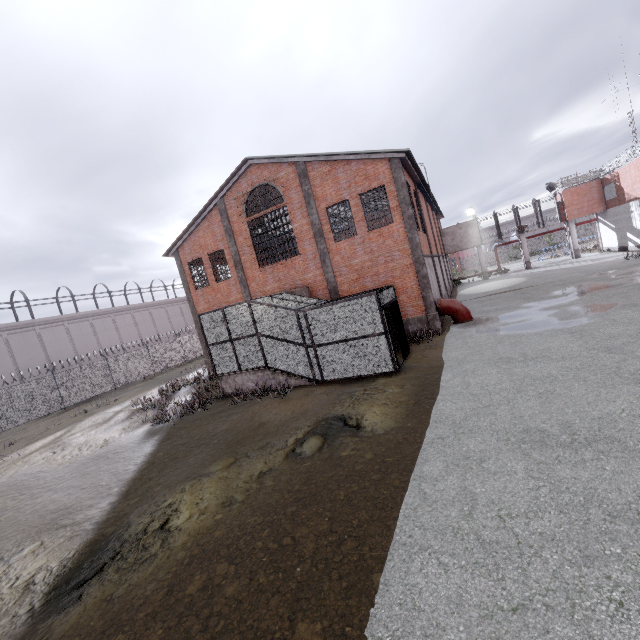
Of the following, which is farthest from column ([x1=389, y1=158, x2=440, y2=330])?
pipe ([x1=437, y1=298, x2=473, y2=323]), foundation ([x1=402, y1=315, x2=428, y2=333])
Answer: pipe ([x1=437, y1=298, x2=473, y2=323])

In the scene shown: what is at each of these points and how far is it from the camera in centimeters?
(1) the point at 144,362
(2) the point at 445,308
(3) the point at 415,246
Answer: (1) fence, 3081cm
(2) pipe, 1730cm
(3) column, 1622cm

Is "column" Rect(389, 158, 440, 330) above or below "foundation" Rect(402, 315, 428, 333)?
above

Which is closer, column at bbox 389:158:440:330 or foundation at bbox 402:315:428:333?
column at bbox 389:158:440:330

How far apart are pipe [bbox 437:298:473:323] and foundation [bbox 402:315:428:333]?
1.1m

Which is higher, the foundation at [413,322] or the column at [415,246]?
the column at [415,246]

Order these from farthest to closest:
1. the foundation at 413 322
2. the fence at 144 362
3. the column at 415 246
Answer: the fence at 144 362 < the foundation at 413 322 < the column at 415 246

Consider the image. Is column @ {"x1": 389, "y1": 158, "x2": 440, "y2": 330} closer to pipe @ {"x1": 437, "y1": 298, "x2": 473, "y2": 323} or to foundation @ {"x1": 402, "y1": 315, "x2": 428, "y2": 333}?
foundation @ {"x1": 402, "y1": 315, "x2": 428, "y2": 333}
